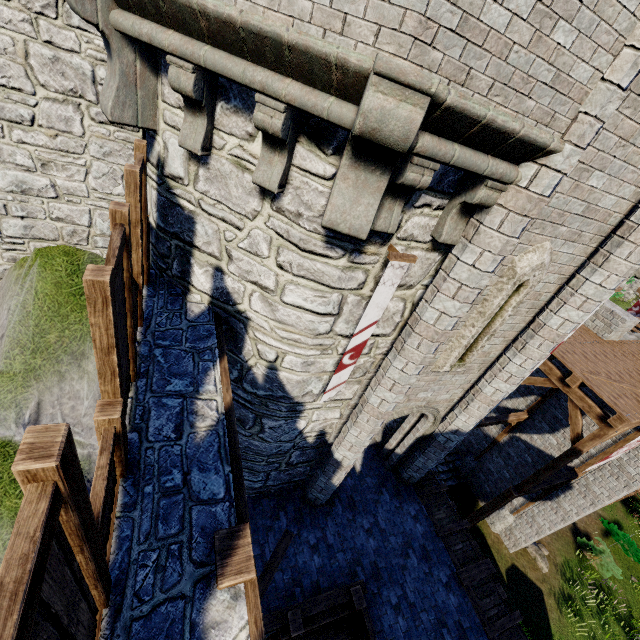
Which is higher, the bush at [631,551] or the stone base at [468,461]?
the stone base at [468,461]

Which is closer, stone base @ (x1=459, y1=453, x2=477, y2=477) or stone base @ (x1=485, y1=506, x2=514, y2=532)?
stone base @ (x1=485, y1=506, x2=514, y2=532)

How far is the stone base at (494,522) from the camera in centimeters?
1479cm

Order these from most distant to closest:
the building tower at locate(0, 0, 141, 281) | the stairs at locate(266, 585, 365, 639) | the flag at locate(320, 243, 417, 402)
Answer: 1. the stairs at locate(266, 585, 365, 639)
2. the building tower at locate(0, 0, 141, 281)
3. the flag at locate(320, 243, 417, 402)

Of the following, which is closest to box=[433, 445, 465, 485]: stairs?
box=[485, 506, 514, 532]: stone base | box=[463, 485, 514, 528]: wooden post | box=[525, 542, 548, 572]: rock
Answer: box=[485, 506, 514, 532]: stone base

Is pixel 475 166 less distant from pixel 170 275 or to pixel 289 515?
pixel 170 275

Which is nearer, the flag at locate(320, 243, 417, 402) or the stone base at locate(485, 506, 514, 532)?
the flag at locate(320, 243, 417, 402)

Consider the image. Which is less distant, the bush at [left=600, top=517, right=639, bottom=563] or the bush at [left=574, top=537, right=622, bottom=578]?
the bush at [left=574, top=537, right=622, bottom=578]
